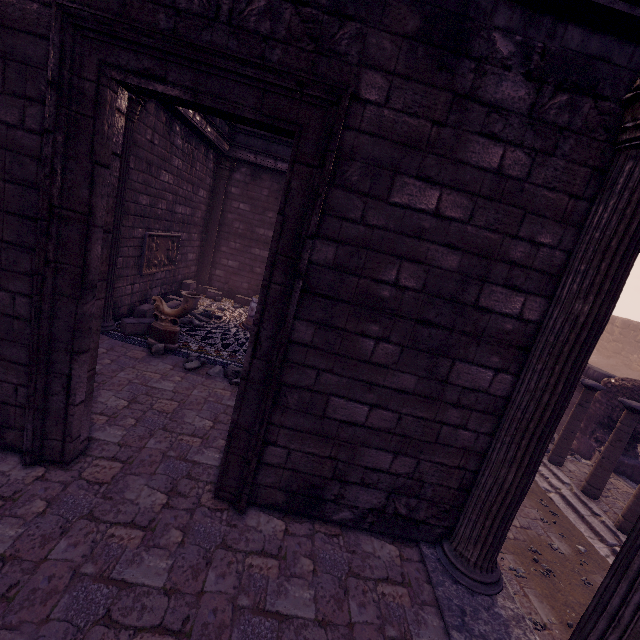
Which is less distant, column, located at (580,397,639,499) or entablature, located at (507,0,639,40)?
entablature, located at (507,0,639,40)

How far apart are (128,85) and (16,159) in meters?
1.2

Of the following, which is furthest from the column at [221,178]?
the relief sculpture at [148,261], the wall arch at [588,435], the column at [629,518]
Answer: the wall arch at [588,435]

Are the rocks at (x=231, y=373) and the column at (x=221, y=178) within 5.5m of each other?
no

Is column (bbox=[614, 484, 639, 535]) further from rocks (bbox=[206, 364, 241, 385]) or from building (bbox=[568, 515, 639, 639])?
rocks (bbox=[206, 364, 241, 385])

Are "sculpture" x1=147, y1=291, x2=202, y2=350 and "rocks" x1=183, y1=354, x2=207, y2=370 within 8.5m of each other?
yes

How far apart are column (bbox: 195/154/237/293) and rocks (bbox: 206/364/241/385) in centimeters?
615cm

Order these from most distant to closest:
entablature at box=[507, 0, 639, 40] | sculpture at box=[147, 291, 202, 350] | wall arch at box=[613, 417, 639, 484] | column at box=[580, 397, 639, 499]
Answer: wall arch at box=[613, 417, 639, 484] → column at box=[580, 397, 639, 499] → sculpture at box=[147, 291, 202, 350] → entablature at box=[507, 0, 639, 40]
